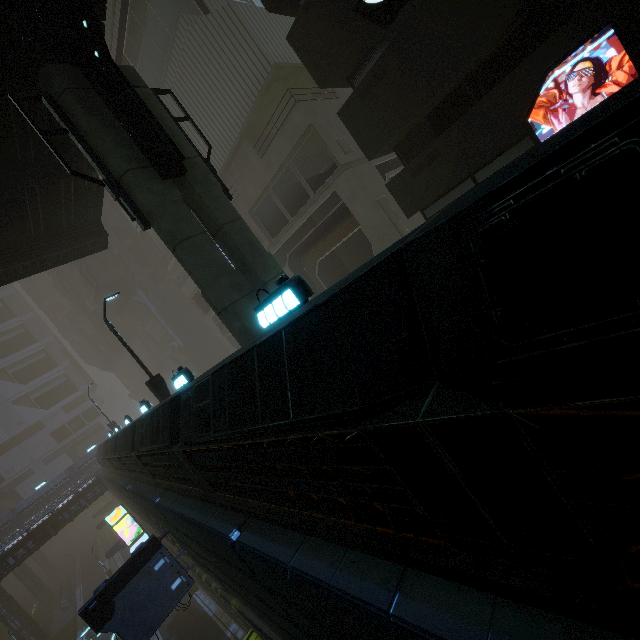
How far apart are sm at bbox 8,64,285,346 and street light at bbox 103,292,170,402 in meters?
7.4 m

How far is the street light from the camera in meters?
13.3

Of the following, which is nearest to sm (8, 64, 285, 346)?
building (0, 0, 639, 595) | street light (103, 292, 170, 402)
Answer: building (0, 0, 639, 595)

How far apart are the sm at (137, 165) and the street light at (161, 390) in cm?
742

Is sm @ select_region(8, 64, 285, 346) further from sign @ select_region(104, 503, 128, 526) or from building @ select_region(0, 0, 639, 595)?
sign @ select_region(104, 503, 128, 526)

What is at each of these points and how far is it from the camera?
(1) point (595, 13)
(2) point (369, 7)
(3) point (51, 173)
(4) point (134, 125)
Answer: (1) building, 7.1m
(2) sign, 9.0m
(3) bridge, 11.7m
(4) building structure, 7.1m

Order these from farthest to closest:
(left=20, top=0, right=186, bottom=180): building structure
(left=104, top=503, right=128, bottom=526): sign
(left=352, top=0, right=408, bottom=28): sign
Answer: (left=104, top=503, right=128, bottom=526): sign, (left=352, top=0, right=408, bottom=28): sign, (left=20, top=0, right=186, bottom=180): building structure

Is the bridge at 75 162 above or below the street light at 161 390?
above
